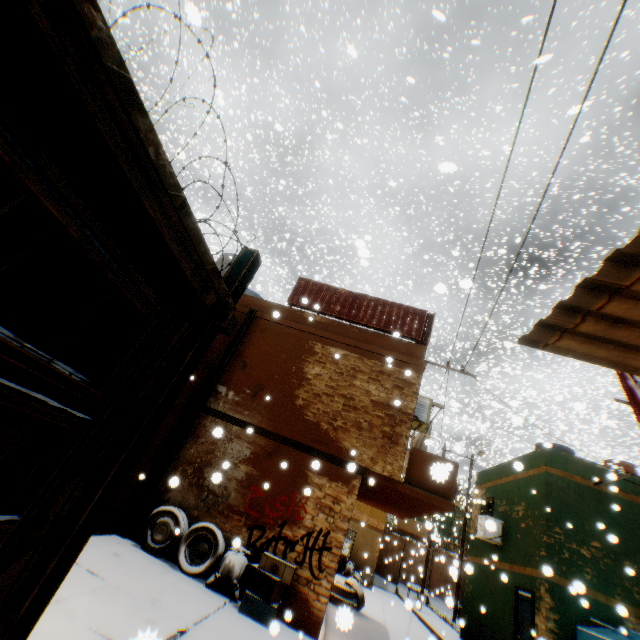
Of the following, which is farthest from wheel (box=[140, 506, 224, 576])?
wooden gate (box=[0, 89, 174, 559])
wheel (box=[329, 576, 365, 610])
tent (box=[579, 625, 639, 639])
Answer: wheel (box=[329, 576, 365, 610])

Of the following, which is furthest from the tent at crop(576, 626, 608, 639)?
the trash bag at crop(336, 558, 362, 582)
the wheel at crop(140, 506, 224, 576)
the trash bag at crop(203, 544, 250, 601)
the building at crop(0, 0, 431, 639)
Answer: the trash bag at crop(336, 558, 362, 582)

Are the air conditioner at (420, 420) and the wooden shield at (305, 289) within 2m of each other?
yes

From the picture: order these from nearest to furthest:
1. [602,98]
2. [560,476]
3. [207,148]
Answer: [560,476] → [602,98] → [207,148]

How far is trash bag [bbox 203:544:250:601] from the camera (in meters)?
6.44

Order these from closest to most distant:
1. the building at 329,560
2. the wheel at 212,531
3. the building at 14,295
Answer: the building at 329,560 → the building at 14,295 → the wheel at 212,531

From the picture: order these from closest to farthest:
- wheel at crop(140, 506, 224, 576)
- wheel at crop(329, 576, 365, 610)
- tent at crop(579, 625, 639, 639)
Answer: wheel at crop(140, 506, 224, 576) < tent at crop(579, 625, 639, 639) < wheel at crop(329, 576, 365, 610)

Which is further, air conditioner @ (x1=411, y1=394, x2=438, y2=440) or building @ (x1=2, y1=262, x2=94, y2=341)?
air conditioner @ (x1=411, y1=394, x2=438, y2=440)
